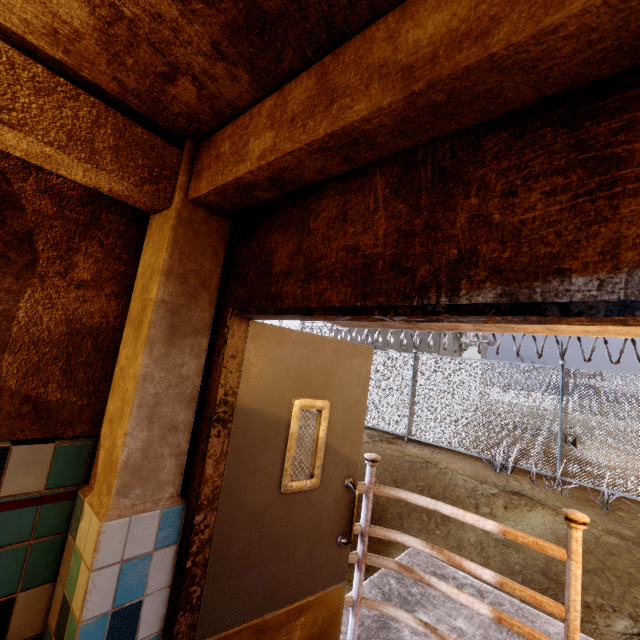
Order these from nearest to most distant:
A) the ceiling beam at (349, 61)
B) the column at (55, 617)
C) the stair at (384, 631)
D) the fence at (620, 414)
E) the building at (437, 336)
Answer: the ceiling beam at (349, 61) → the column at (55, 617) → the stair at (384, 631) → the fence at (620, 414) → the building at (437, 336)

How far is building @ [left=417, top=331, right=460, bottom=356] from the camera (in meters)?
17.86

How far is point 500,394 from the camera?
9.02m

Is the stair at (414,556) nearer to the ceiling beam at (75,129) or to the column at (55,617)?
the column at (55,617)

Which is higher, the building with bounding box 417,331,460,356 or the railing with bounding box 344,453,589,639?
the building with bounding box 417,331,460,356

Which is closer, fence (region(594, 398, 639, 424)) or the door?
the door

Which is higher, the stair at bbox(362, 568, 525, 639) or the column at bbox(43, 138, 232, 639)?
the column at bbox(43, 138, 232, 639)

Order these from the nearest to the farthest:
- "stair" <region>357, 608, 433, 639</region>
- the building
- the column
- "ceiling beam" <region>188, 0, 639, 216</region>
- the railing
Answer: "ceiling beam" <region>188, 0, 639, 216</region> → the column → the railing → "stair" <region>357, 608, 433, 639</region> → the building
